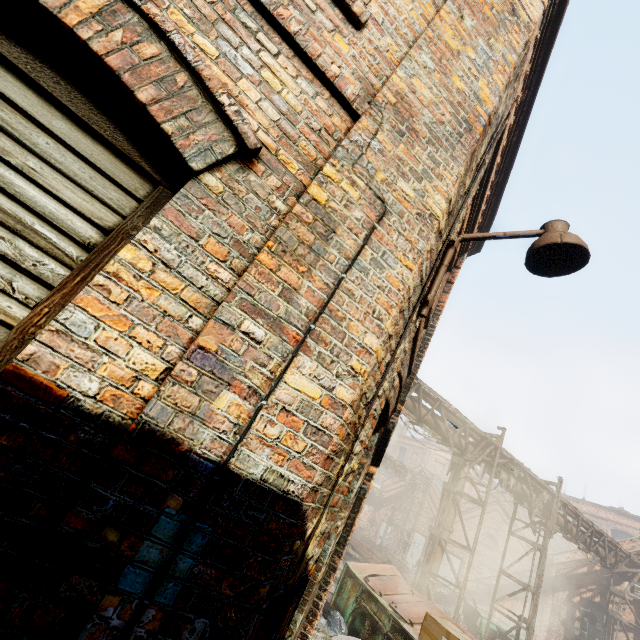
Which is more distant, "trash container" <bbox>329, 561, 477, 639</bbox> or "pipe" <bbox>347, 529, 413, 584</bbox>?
"pipe" <bbox>347, 529, 413, 584</bbox>

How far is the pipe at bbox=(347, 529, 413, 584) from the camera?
19.58m

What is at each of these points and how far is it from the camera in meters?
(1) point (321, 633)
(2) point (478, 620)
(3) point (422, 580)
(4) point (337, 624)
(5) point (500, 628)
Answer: (1) building, 5.1 m
(2) container, 13.3 m
(3) scaffolding, 9.9 m
(4) trash bag, 6.8 m
(5) container, 13.1 m

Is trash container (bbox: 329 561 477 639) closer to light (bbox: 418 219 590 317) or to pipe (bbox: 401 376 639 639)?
pipe (bbox: 401 376 639 639)

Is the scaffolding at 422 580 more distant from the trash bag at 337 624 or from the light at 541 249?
the light at 541 249

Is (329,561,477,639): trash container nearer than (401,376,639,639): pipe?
Yes

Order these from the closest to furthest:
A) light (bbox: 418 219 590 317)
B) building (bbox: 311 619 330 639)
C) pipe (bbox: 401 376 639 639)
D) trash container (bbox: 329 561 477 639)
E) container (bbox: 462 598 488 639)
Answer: light (bbox: 418 219 590 317) → building (bbox: 311 619 330 639) → trash container (bbox: 329 561 477 639) → pipe (bbox: 401 376 639 639) → container (bbox: 462 598 488 639)

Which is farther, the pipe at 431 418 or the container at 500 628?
the container at 500 628
